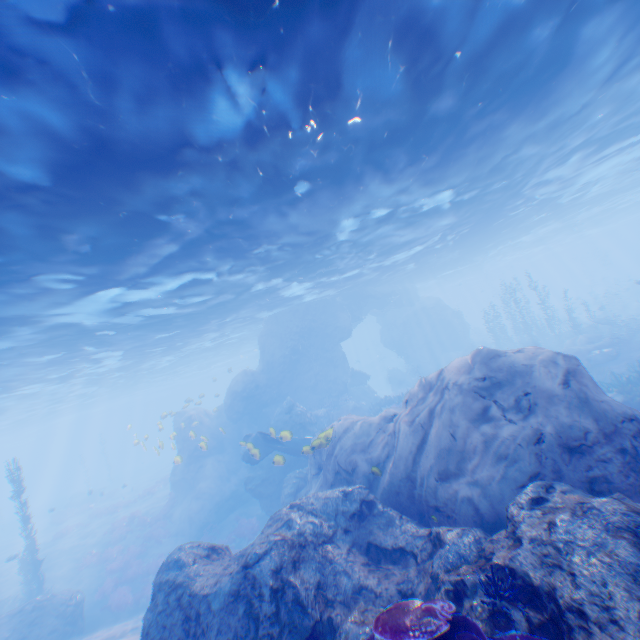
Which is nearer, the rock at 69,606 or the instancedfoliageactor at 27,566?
the rock at 69,606

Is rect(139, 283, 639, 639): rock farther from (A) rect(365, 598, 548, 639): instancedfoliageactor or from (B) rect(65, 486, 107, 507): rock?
(B) rect(65, 486, 107, 507): rock

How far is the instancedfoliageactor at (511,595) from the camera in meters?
3.8 m

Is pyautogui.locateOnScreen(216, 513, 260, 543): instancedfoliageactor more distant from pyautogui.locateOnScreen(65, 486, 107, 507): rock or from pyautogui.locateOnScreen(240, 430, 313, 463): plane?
pyautogui.locateOnScreen(65, 486, 107, 507): rock

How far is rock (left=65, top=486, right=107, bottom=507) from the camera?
38.51m

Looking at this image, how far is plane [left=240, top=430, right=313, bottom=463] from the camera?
14.3m

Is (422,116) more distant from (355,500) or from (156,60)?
(355,500)

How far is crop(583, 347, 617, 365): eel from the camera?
19.6 meters
